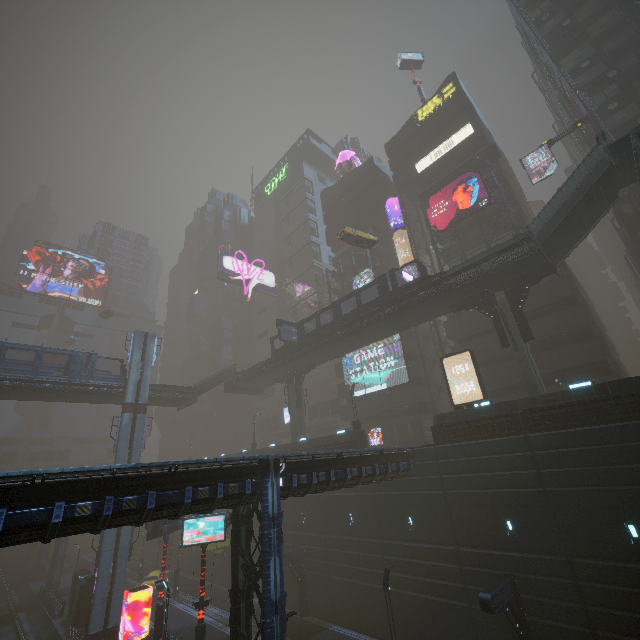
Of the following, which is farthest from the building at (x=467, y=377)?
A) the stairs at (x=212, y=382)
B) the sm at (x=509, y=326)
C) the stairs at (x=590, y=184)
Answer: the stairs at (x=212, y=382)

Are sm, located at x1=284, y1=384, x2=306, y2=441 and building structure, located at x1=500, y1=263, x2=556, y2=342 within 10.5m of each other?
no

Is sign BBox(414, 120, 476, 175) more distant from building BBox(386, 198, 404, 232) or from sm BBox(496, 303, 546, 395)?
sm BBox(496, 303, 546, 395)

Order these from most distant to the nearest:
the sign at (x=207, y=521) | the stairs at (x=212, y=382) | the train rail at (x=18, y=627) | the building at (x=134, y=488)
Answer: the stairs at (x=212, y=382), the train rail at (x=18, y=627), the sign at (x=207, y=521), the building at (x=134, y=488)

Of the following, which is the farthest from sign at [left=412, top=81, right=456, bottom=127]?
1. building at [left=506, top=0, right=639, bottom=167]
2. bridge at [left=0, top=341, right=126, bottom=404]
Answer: bridge at [left=0, top=341, right=126, bottom=404]

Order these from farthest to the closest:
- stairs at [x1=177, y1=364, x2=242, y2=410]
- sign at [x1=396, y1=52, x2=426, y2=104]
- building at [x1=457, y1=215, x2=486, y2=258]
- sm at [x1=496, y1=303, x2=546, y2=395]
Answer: sign at [x1=396, y1=52, x2=426, y2=104] < stairs at [x1=177, y1=364, x2=242, y2=410] < building at [x1=457, y1=215, x2=486, y2=258] < sm at [x1=496, y1=303, x2=546, y2=395]

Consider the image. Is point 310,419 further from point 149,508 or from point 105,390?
point 149,508

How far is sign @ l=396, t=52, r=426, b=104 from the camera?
47.2m
